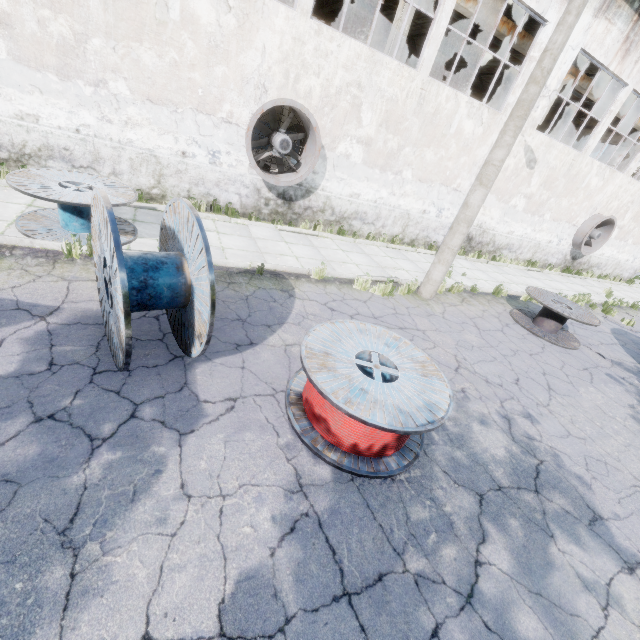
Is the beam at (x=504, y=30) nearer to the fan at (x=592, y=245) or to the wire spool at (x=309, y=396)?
the fan at (x=592, y=245)

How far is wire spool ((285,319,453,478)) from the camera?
3.6 meters

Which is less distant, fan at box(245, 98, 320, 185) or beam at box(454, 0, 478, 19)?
fan at box(245, 98, 320, 185)

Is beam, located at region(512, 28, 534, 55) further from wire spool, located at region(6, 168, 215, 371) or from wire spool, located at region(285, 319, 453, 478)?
wire spool, located at region(285, 319, 453, 478)

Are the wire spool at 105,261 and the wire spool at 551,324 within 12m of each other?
yes

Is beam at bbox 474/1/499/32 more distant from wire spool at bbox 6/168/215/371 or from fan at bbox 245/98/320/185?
wire spool at bbox 6/168/215/371

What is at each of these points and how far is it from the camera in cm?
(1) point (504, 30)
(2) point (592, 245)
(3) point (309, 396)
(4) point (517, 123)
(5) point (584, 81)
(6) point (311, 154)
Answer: (1) beam, 1283
(2) fan, 1816
(3) wire spool, 420
(4) lamp post, 699
(5) beam, 1549
(6) fan, 981

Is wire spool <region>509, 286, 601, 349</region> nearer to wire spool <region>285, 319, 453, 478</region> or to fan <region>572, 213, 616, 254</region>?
wire spool <region>285, 319, 453, 478</region>
